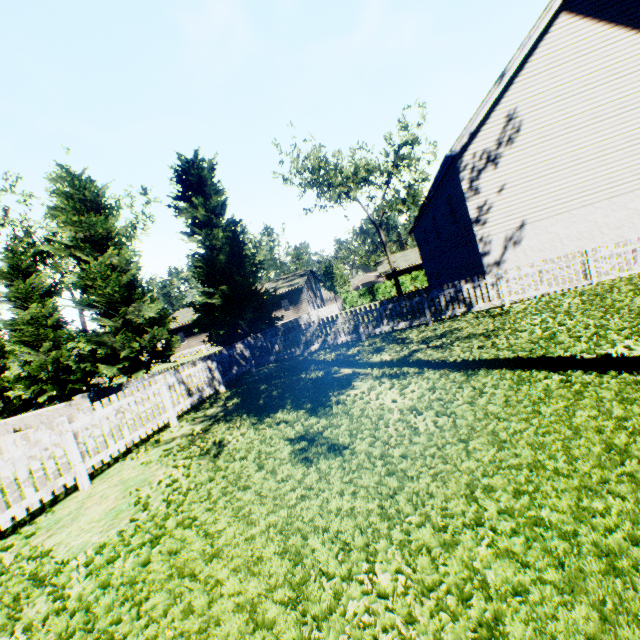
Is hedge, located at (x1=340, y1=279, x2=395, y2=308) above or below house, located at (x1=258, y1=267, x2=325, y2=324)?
below

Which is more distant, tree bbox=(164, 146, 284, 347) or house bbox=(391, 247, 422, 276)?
house bbox=(391, 247, 422, 276)

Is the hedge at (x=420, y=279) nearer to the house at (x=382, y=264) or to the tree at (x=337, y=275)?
the tree at (x=337, y=275)

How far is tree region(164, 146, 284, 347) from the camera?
17.0m

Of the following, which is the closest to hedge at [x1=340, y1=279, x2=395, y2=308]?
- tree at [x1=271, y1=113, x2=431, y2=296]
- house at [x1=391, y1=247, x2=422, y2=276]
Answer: tree at [x1=271, y1=113, x2=431, y2=296]

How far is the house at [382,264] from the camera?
42.0m

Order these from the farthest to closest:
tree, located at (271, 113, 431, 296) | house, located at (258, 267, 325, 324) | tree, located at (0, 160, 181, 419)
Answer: house, located at (258, 267, 325, 324) → tree, located at (271, 113, 431, 296) → tree, located at (0, 160, 181, 419)

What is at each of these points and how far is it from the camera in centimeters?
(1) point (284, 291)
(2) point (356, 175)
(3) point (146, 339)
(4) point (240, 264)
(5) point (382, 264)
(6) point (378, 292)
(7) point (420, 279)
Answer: (1) house, 3716cm
(2) tree, 3234cm
(3) tree, 1880cm
(4) tree, 1827cm
(5) house, 4506cm
(6) hedge, 3800cm
(7) hedge, 3644cm
